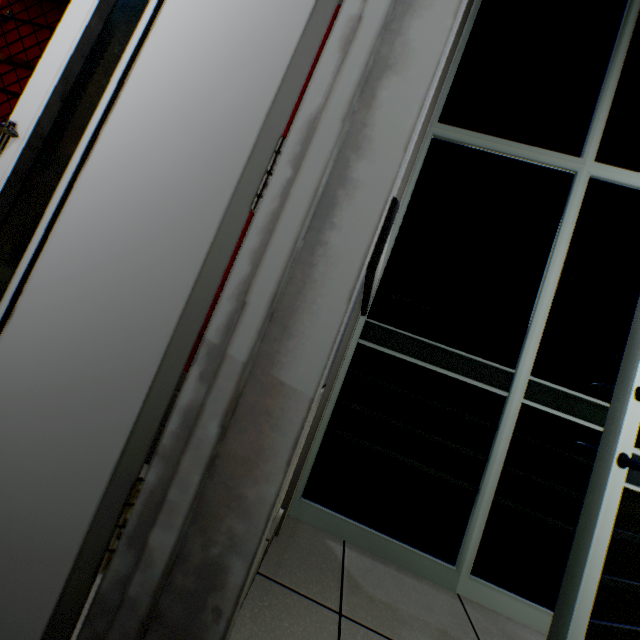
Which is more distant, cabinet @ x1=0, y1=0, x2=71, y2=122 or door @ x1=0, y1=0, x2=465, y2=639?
cabinet @ x1=0, y1=0, x2=71, y2=122

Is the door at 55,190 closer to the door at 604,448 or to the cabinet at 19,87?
the cabinet at 19,87

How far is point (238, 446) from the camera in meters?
0.6 m

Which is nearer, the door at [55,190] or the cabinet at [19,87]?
the door at [55,190]

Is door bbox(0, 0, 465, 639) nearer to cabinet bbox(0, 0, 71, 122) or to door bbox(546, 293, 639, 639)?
cabinet bbox(0, 0, 71, 122)

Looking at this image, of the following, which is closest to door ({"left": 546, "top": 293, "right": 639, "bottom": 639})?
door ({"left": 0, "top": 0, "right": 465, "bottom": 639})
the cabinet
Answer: door ({"left": 0, "top": 0, "right": 465, "bottom": 639})
